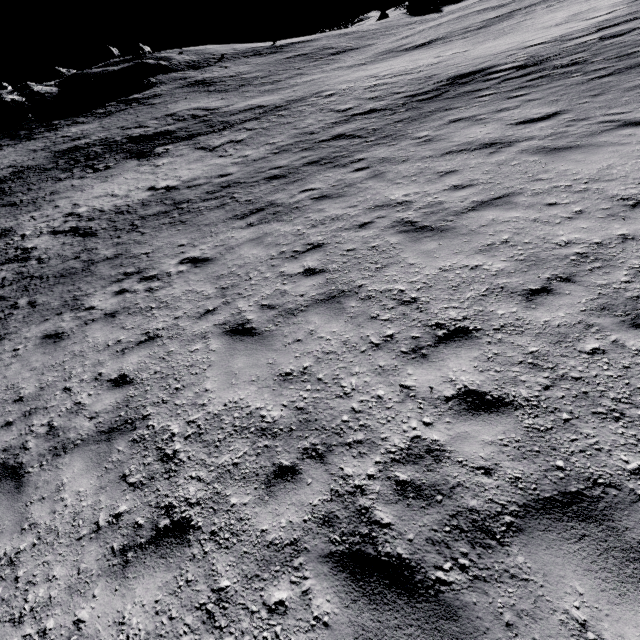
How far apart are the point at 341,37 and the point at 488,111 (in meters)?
59.40
